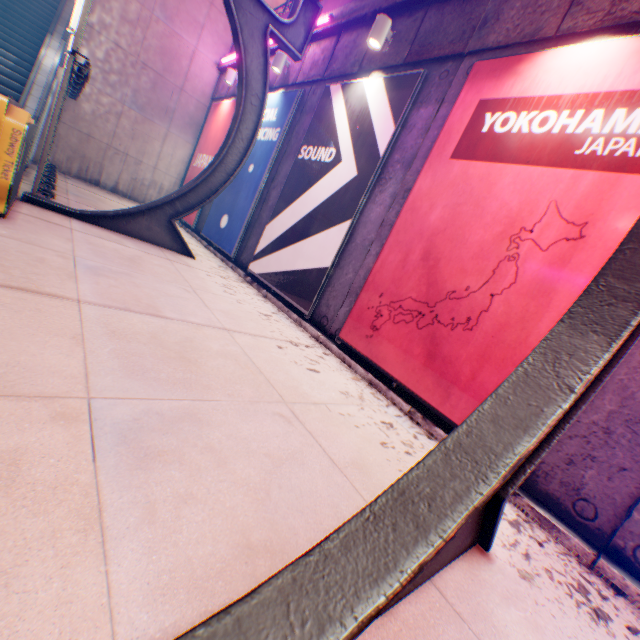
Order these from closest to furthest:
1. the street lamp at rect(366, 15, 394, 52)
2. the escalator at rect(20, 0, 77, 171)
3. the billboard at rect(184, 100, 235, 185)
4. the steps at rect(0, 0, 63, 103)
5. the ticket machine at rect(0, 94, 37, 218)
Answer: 1. the ticket machine at rect(0, 94, 37, 218)
2. the street lamp at rect(366, 15, 394, 52)
3. the escalator at rect(20, 0, 77, 171)
4. the steps at rect(0, 0, 63, 103)
5. the billboard at rect(184, 100, 235, 185)

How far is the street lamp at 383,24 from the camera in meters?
5.6

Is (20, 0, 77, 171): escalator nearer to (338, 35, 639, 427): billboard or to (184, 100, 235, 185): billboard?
(184, 100, 235, 185): billboard

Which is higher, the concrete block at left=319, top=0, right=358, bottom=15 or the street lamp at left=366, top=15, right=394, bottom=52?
the concrete block at left=319, top=0, right=358, bottom=15

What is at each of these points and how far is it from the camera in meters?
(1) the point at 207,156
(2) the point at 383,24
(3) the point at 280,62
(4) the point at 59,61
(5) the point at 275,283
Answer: (1) billboard, 11.3
(2) street lamp, 5.6
(3) street lamp, 8.2
(4) escalator, 9.2
(5) billboard, 6.7

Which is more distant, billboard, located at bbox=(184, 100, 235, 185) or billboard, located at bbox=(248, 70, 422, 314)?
billboard, located at bbox=(184, 100, 235, 185)

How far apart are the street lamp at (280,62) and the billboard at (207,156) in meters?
2.1

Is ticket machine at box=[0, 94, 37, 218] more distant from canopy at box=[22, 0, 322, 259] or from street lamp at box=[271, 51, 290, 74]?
street lamp at box=[271, 51, 290, 74]
